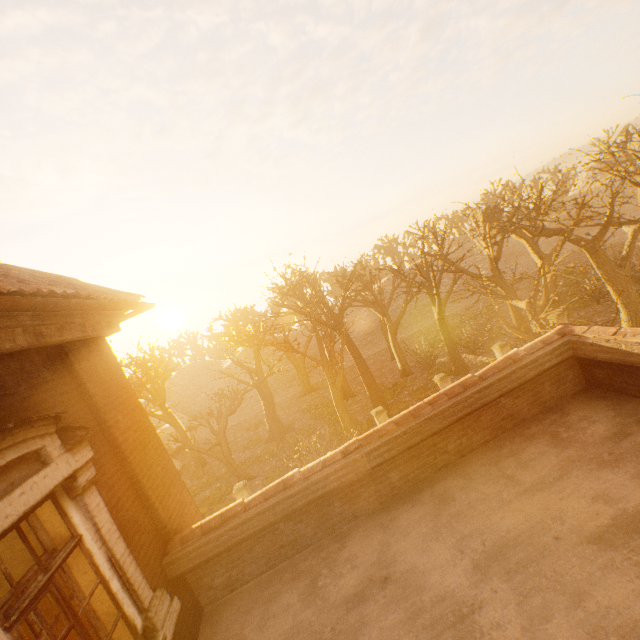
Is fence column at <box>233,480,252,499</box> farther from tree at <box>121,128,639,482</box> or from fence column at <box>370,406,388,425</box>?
fence column at <box>370,406,388,425</box>

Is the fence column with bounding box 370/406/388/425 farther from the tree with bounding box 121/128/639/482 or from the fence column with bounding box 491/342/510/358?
the fence column with bounding box 491/342/510/358

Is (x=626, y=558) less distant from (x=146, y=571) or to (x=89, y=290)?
(x=146, y=571)

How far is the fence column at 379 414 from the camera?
16.86m

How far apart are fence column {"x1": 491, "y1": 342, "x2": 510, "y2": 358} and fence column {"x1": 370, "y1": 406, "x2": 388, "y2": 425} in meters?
7.3

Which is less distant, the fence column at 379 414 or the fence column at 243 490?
the fence column at 243 490

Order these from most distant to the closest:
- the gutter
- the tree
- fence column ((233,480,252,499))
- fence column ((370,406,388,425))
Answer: fence column ((370,406,388,425)) < fence column ((233,480,252,499)) < the tree < the gutter

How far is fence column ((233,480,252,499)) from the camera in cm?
1566
